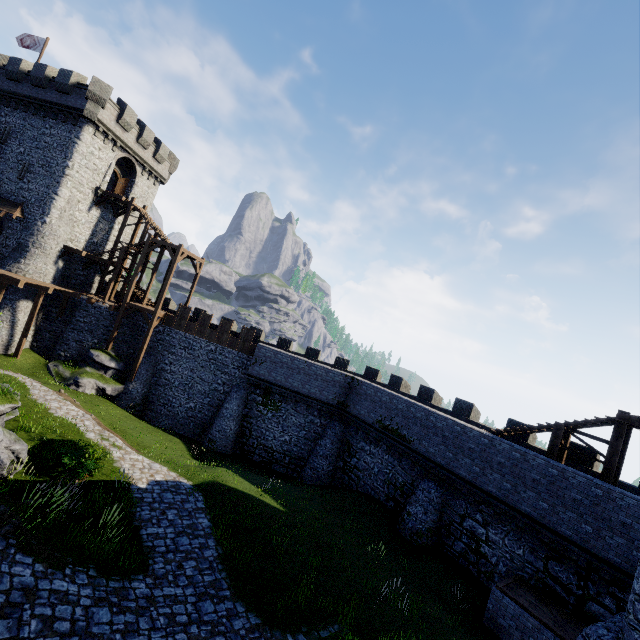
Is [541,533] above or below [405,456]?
above

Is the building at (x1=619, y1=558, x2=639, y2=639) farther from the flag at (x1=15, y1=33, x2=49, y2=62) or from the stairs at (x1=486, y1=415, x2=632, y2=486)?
the flag at (x1=15, y1=33, x2=49, y2=62)

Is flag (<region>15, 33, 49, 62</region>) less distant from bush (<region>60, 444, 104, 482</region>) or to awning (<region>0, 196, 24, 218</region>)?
awning (<region>0, 196, 24, 218</region>)

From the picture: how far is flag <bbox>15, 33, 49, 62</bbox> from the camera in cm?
2916

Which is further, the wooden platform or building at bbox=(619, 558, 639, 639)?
the wooden platform

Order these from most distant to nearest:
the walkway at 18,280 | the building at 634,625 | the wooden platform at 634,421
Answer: the walkway at 18,280 → the wooden platform at 634,421 → the building at 634,625

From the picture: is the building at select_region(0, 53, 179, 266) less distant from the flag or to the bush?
the flag

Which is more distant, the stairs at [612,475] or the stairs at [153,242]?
the stairs at [153,242]
